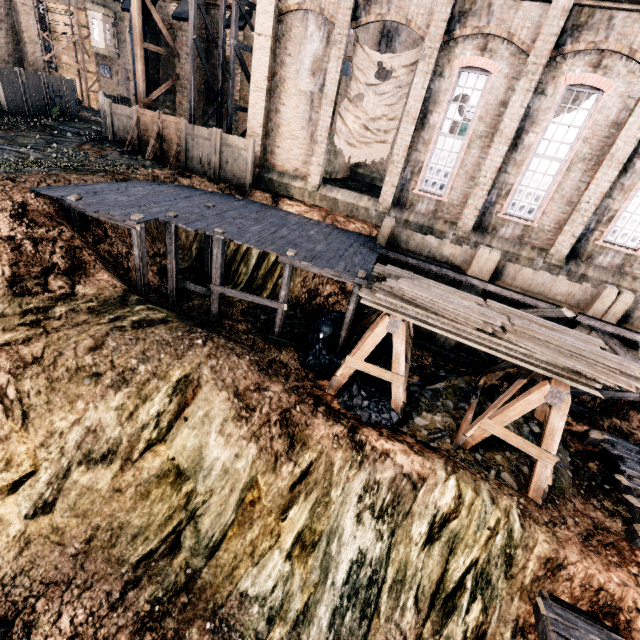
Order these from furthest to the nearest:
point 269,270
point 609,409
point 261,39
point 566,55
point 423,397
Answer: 1. point 269,270
2. point 261,39
3. point 609,409
4. point 566,55
5. point 423,397

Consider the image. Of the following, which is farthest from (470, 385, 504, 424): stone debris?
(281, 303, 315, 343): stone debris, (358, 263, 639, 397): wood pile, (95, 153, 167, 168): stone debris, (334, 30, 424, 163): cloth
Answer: (95, 153, 167, 168): stone debris

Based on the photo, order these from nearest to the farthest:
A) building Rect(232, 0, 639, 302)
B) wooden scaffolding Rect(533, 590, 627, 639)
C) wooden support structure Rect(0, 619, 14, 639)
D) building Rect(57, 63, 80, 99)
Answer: wooden support structure Rect(0, 619, 14, 639) < wooden scaffolding Rect(533, 590, 627, 639) < building Rect(232, 0, 639, 302) < building Rect(57, 63, 80, 99)

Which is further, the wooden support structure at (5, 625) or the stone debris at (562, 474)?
the stone debris at (562, 474)

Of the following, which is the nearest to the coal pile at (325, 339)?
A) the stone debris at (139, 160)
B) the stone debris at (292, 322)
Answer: the stone debris at (292, 322)

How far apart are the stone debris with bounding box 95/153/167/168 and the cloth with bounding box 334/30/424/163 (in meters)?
10.70

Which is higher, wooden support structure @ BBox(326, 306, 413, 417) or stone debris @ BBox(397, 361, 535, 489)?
wooden support structure @ BBox(326, 306, 413, 417)

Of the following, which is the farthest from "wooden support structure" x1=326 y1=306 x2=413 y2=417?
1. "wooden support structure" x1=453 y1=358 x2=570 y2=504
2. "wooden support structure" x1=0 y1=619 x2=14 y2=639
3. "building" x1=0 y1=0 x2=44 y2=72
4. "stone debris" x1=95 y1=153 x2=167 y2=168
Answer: "stone debris" x1=95 y1=153 x2=167 y2=168
